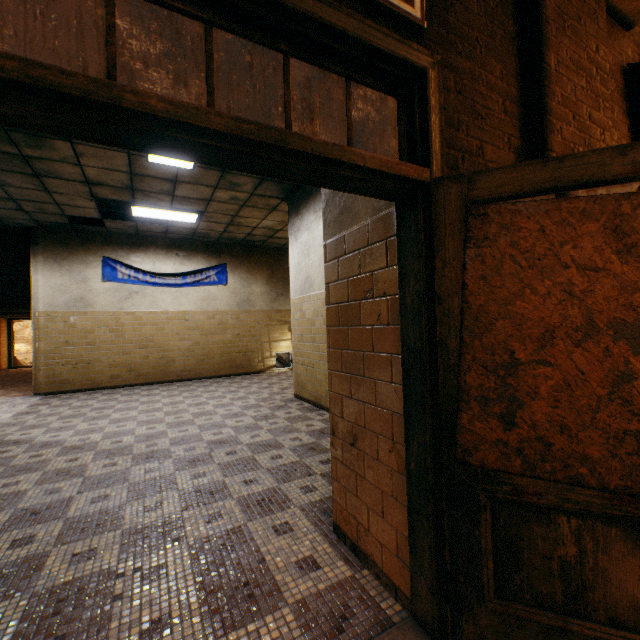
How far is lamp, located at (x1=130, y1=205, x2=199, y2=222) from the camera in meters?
6.8 m

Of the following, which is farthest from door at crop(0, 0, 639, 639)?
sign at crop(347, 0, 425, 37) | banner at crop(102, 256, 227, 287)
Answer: banner at crop(102, 256, 227, 287)

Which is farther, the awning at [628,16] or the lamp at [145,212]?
the lamp at [145,212]

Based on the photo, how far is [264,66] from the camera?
1.3m

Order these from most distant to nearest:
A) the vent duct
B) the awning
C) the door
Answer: the vent duct
the awning
the door

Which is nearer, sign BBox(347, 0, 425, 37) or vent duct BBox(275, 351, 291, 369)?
sign BBox(347, 0, 425, 37)

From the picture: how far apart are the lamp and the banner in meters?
1.7

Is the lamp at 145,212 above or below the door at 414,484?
above
